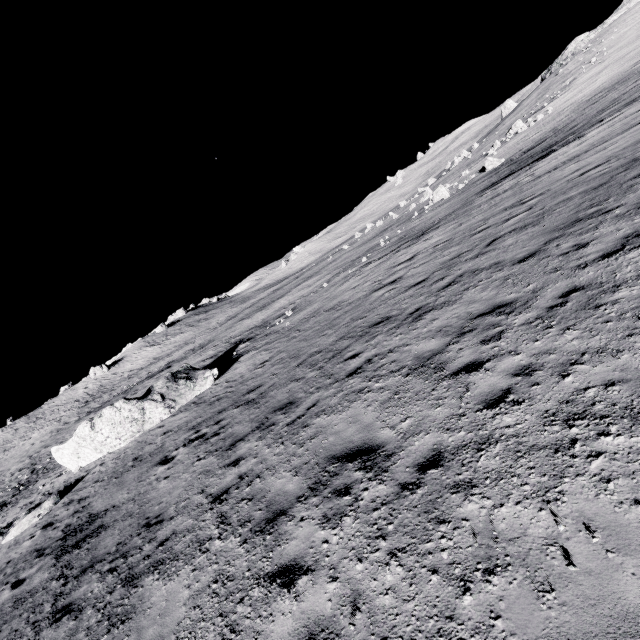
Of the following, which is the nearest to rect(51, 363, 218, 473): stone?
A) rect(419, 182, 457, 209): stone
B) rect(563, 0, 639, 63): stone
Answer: rect(419, 182, 457, 209): stone

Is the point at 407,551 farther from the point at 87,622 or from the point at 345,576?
the point at 87,622

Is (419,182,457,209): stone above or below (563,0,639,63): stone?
below

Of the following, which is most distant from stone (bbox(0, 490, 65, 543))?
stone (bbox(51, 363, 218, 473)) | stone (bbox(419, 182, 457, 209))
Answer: stone (bbox(419, 182, 457, 209))

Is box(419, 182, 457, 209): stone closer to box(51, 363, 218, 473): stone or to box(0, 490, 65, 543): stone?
box(51, 363, 218, 473): stone

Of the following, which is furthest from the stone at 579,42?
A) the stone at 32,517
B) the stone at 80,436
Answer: the stone at 32,517

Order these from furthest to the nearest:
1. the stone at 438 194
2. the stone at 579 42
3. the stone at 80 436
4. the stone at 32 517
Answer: the stone at 579 42 → the stone at 438 194 → the stone at 80 436 → the stone at 32 517

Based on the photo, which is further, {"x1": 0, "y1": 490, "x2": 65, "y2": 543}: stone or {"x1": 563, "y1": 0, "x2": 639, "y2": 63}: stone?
{"x1": 563, "y1": 0, "x2": 639, "y2": 63}: stone
